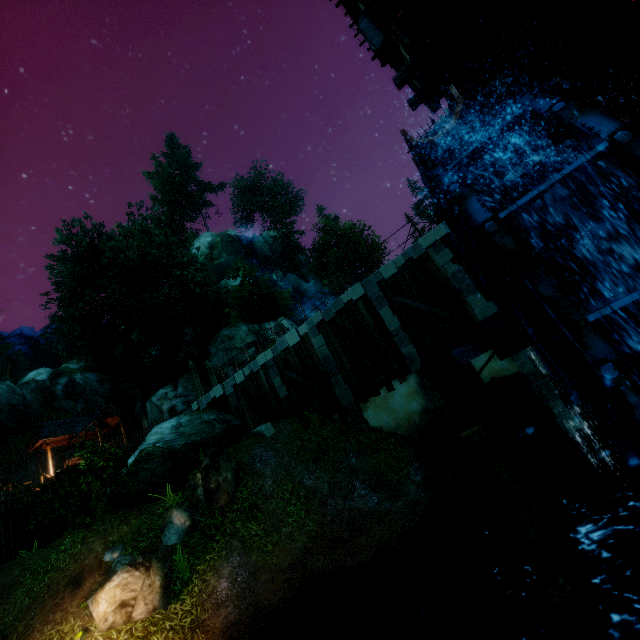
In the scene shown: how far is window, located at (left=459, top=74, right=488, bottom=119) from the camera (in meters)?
9.00

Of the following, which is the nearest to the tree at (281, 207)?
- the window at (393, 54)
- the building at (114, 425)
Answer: the building at (114, 425)

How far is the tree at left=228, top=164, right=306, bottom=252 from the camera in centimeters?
4838cm

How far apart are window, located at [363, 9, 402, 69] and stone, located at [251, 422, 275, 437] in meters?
13.8

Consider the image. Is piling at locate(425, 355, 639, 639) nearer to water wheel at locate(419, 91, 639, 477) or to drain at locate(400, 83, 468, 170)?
water wheel at locate(419, 91, 639, 477)

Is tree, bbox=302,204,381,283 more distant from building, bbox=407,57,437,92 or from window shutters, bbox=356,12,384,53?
window shutters, bbox=356,12,384,53

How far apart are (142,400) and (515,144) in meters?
38.5

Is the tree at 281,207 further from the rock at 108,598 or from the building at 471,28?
the rock at 108,598
